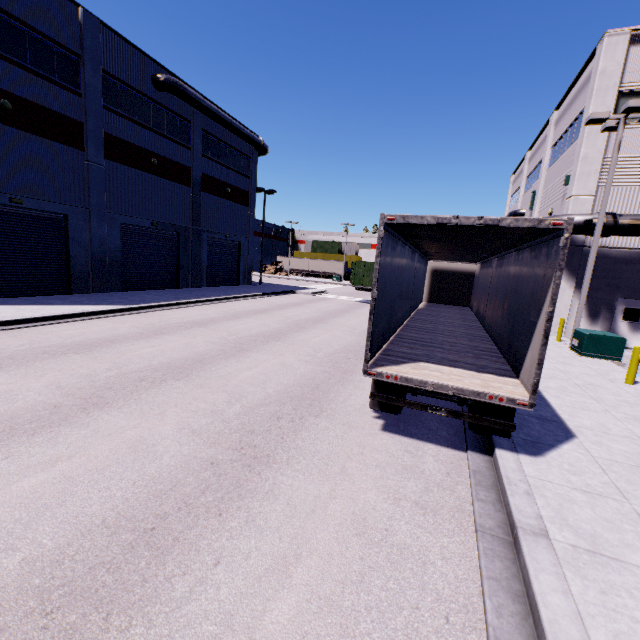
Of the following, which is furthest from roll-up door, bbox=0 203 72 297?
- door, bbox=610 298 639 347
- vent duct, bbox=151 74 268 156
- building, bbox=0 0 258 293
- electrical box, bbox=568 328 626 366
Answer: electrical box, bbox=568 328 626 366

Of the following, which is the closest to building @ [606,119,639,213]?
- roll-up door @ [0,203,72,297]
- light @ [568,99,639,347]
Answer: roll-up door @ [0,203,72,297]

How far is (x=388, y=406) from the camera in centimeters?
660cm

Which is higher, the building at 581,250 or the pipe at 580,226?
the pipe at 580,226

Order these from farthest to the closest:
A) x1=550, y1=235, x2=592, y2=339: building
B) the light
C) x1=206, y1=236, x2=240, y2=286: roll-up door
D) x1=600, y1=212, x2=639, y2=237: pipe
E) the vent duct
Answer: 1. x1=206, y1=236, x2=240, y2=286: roll-up door
2. the vent duct
3. x1=550, y1=235, x2=592, y2=339: building
4. x1=600, y1=212, x2=639, y2=237: pipe
5. the light

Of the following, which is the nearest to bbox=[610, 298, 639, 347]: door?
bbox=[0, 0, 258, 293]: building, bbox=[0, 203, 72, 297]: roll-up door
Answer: bbox=[0, 0, 258, 293]: building

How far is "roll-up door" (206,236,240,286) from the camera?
28.92m

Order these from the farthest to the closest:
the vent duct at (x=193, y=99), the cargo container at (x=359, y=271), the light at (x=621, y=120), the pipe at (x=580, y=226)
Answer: the cargo container at (x=359, y=271), the vent duct at (x=193, y=99), the pipe at (x=580, y=226), the light at (x=621, y=120)
